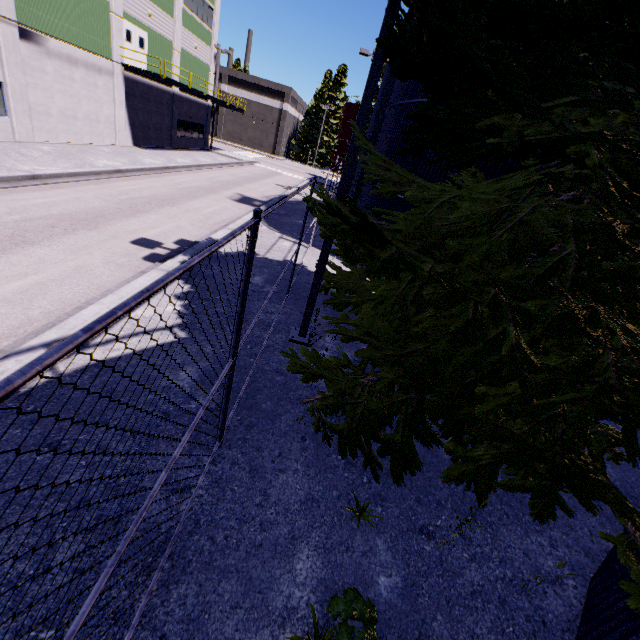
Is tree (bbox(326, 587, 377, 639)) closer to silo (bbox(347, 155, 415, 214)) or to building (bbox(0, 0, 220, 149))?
silo (bbox(347, 155, 415, 214))

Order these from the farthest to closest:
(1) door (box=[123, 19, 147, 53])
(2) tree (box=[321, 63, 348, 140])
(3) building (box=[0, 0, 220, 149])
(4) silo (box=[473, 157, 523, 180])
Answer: (2) tree (box=[321, 63, 348, 140]) → (1) door (box=[123, 19, 147, 53]) → (3) building (box=[0, 0, 220, 149]) → (4) silo (box=[473, 157, 523, 180])

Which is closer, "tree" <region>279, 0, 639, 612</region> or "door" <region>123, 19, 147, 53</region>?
"tree" <region>279, 0, 639, 612</region>

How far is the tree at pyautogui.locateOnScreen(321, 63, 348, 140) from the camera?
56.09m

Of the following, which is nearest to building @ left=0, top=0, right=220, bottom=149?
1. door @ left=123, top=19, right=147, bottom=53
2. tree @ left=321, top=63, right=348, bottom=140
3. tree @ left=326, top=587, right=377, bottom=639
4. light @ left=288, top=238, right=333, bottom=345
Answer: door @ left=123, top=19, right=147, bottom=53

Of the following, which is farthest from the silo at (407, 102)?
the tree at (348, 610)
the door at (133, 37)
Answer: the door at (133, 37)

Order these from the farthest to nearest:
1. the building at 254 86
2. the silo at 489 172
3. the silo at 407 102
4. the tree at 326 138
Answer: the tree at 326 138
the building at 254 86
the silo at 407 102
the silo at 489 172

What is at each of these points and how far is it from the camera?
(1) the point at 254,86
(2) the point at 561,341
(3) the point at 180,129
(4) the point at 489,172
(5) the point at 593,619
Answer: (1) building, 54.9m
(2) tree, 3.5m
(3) building, 31.9m
(4) silo, 9.4m
(5) silo, 3.4m
